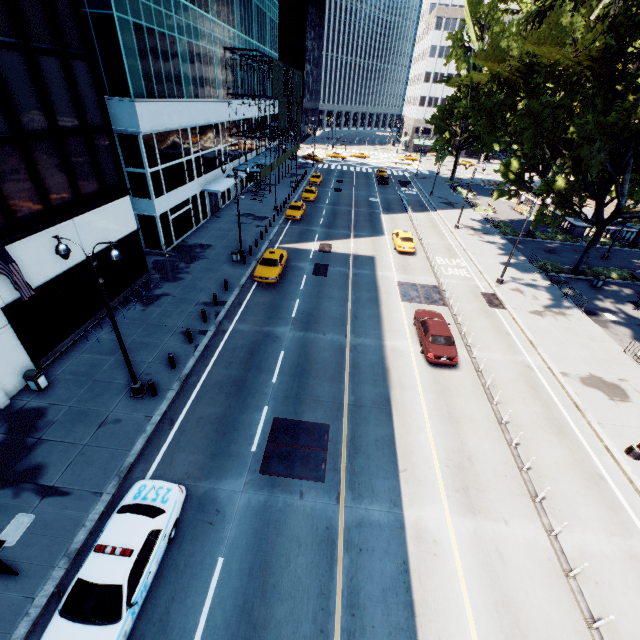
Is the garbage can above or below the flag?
below

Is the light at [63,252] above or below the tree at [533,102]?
below

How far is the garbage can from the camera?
14.2m

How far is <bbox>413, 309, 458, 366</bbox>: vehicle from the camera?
17.8m

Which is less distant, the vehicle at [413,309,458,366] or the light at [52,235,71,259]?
the light at [52,235,71,259]

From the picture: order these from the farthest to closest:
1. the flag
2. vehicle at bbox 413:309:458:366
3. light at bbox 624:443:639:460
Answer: vehicle at bbox 413:309:458:366 → light at bbox 624:443:639:460 → the flag

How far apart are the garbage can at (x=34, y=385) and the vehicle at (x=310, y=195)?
36.5 meters

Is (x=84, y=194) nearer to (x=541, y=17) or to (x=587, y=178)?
(x=541, y=17)
